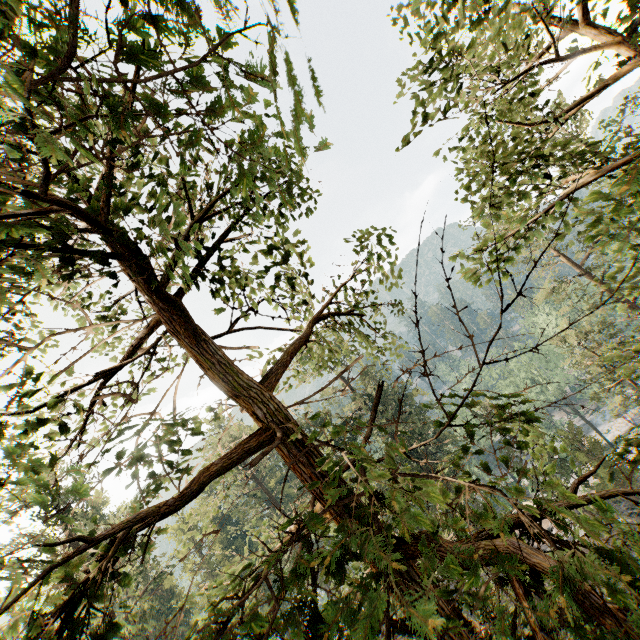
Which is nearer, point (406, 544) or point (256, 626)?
point (256, 626)
